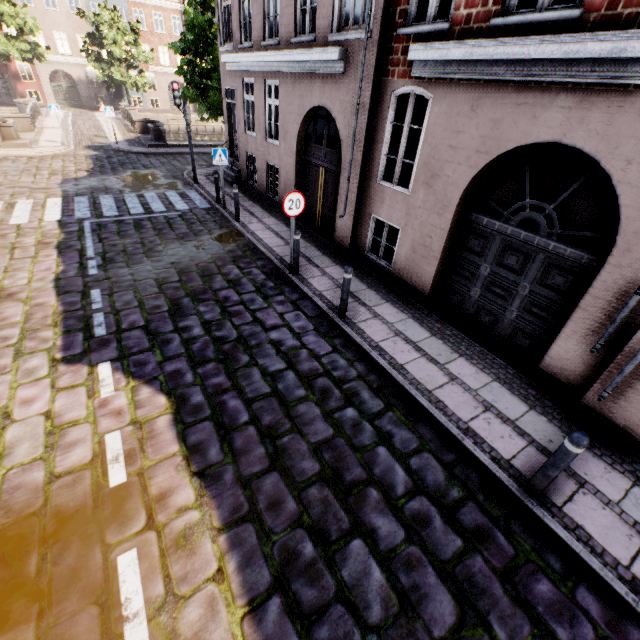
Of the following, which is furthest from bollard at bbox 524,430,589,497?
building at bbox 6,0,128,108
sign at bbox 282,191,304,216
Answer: sign at bbox 282,191,304,216

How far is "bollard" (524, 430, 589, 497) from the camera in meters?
3.2

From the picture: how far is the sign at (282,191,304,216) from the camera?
6.68m

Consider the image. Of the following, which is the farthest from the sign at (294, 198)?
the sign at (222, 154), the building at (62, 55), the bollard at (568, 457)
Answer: the bollard at (568, 457)

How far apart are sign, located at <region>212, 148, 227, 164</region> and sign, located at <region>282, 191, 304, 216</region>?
5.3m

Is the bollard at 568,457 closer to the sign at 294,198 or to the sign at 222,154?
the sign at 294,198

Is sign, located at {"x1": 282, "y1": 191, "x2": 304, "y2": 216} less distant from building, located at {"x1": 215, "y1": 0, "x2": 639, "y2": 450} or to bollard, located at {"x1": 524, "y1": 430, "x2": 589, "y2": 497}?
building, located at {"x1": 215, "y1": 0, "x2": 639, "y2": 450}

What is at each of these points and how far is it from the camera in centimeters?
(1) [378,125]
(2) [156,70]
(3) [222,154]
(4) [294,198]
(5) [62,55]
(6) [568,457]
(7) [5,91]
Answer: (1) building, 706cm
(2) building, 3878cm
(3) sign, 1047cm
(4) sign, 676cm
(5) building, 3388cm
(6) bollard, 331cm
(7) building, 3353cm
